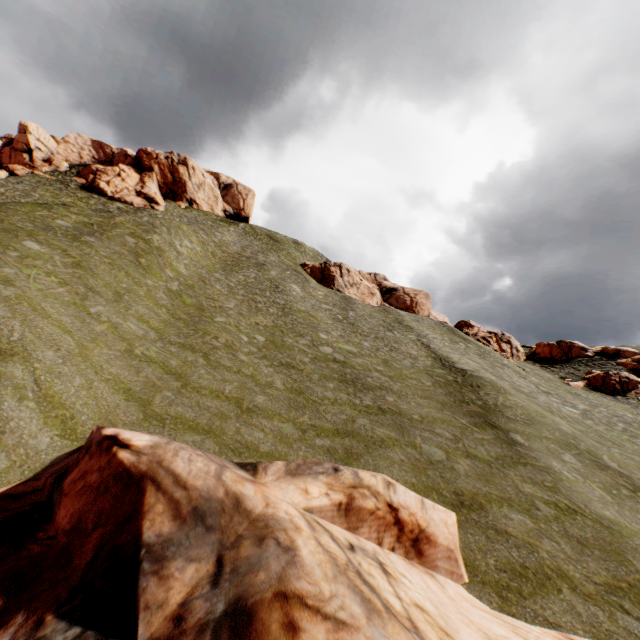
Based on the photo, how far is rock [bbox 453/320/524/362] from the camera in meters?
48.6 m

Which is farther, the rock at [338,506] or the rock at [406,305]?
the rock at [406,305]

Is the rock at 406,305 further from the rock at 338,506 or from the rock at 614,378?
the rock at 338,506

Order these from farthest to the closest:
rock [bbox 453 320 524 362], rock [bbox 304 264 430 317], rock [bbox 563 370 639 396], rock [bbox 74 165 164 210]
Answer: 1. rock [bbox 304 264 430 317]
2. rock [bbox 74 165 164 210]
3. rock [bbox 453 320 524 362]
4. rock [bbox 563 370 639 396]

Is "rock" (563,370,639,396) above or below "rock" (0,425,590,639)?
above

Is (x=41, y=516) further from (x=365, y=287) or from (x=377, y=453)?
(x=365, y=287)

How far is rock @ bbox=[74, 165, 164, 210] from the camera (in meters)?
54.47

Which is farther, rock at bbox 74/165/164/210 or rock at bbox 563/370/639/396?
rock at bbox 74/165/164/210
